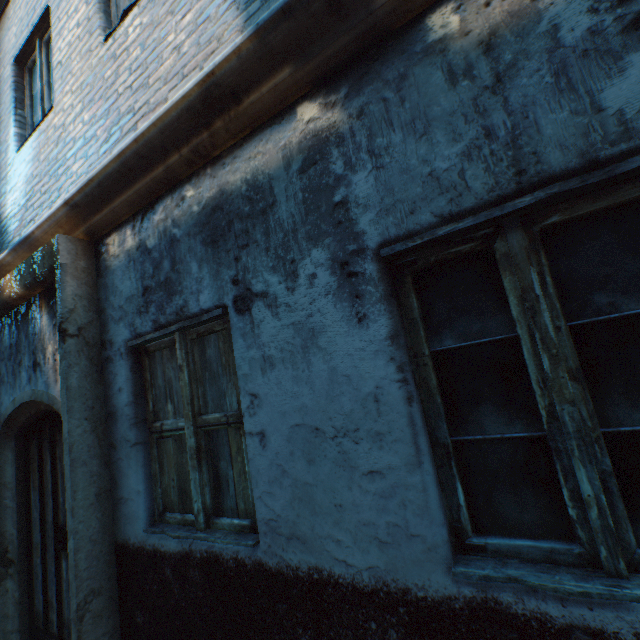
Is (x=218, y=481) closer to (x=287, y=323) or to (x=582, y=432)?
(x=287, y=323)
